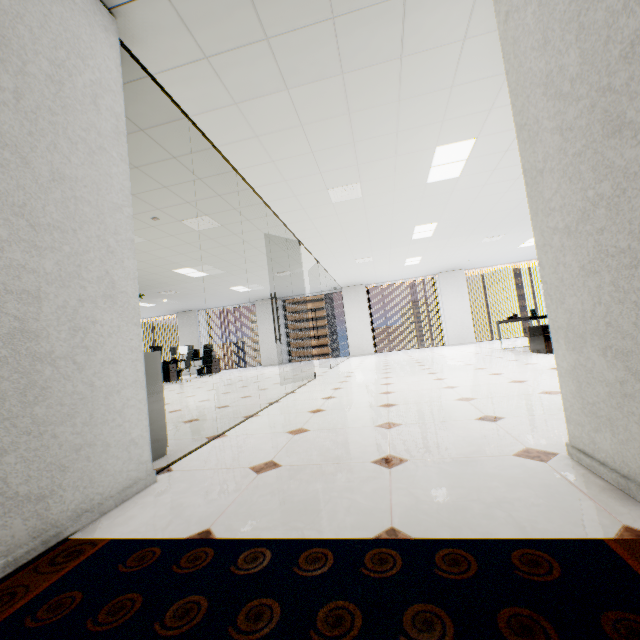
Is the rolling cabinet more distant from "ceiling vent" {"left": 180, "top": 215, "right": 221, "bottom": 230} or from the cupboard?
the cupboard

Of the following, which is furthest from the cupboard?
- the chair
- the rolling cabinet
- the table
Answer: the chair

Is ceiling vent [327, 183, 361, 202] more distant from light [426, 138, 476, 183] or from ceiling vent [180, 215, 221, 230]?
ceiling vent [180, 215, 221, 230]

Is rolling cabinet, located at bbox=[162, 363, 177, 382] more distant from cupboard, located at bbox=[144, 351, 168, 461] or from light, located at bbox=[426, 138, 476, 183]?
light, located at bbox=[426, 138, 476, 183]

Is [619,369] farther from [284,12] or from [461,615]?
[284,12]

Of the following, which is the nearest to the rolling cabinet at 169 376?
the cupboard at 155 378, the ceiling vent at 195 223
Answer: the ceiling vent at 195 223

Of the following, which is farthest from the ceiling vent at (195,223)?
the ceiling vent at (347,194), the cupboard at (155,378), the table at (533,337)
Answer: the table at (533,337)

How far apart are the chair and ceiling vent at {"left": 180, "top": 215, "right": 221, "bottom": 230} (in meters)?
6.55
